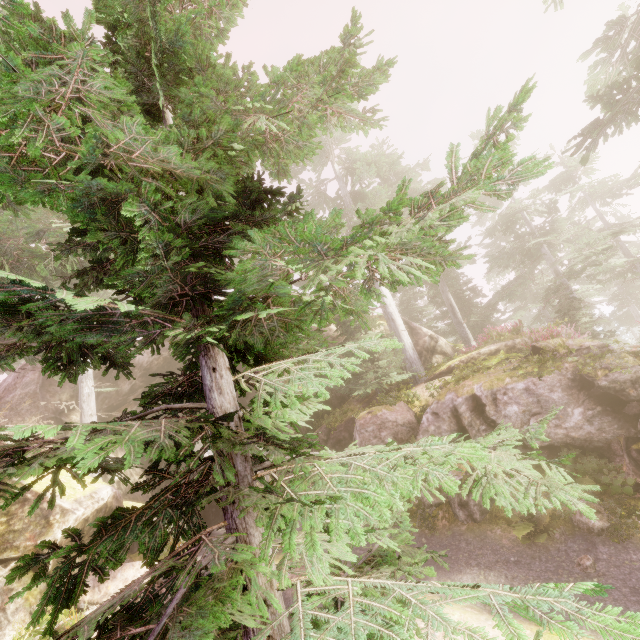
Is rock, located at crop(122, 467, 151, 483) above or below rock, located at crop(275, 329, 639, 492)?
above

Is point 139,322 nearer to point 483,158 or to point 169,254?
point 169,254

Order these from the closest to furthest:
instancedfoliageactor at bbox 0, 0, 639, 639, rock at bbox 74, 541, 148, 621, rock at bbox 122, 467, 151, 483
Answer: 1. instancedfoliageactor at bbox 0, 0, 639, 639
2. rock at bbox 74, 541, 148, 621
3. rock at bbox 122, 467, 151, 483

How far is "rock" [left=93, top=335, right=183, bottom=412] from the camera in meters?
20.3 m

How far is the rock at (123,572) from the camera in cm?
949

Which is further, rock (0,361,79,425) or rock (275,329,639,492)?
rock (0,361,79,425)
